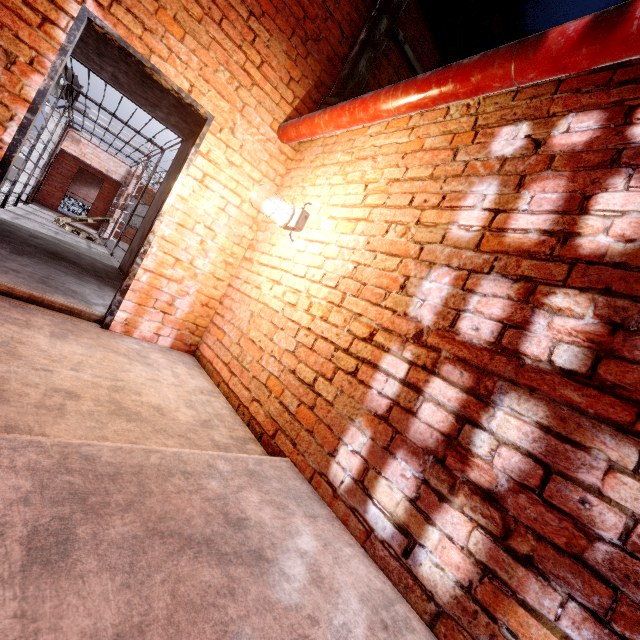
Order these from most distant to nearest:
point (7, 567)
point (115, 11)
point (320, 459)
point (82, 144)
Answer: point (82, 144)
point (115, 11)
point (320, 459)
point (7, 567)

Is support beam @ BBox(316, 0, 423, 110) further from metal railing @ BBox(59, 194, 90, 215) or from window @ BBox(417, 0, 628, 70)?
metal railing @ BBox(59, 194, 90, 215)

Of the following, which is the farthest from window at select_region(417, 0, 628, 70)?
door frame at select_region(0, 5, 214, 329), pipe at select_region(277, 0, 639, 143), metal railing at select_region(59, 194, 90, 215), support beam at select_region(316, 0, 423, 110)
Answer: metal railing at select_region(59, 194, 90, 215)

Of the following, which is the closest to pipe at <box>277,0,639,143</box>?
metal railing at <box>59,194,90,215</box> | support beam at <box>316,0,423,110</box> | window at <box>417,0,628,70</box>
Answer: support beam at <box>316,0,423,110</box>

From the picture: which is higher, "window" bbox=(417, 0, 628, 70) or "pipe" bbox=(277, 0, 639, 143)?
"window" bbox=(417, 0, 628, 70)

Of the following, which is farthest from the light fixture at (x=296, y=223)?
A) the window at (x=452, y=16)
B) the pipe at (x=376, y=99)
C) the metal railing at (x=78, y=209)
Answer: the metal railing at (x=78, y=209)

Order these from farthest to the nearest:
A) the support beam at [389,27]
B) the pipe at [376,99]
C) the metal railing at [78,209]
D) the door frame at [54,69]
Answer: the metal railing at [78,209] → the support beam at [389,27] → the door frame at [54,69] → the pipe at [376,99]

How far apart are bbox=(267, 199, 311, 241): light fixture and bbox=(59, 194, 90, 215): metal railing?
17.58m
